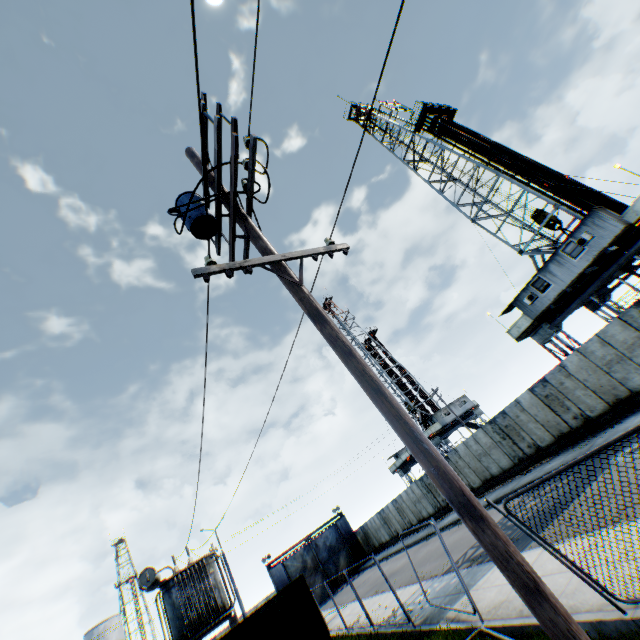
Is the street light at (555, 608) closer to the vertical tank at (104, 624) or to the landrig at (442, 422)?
the landrig at (442, 422)

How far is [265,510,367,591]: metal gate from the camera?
36.7m

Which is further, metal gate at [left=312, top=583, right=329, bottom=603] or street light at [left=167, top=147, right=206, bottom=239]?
metal gate at [left=312, top=583, right=329, bottom=603]

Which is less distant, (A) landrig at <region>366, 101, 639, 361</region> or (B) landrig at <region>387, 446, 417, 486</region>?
(A) landrig at <region>366, 101, 639, 361</region>

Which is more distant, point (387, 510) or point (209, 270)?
point (387, 510)

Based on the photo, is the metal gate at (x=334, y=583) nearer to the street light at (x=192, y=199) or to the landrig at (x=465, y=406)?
the landrig at (x=465, y=406)

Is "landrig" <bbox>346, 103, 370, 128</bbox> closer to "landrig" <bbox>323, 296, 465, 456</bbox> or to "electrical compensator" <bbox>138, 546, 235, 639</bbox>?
"landrig" <bbox>323, 296, 465, 456</bbox>

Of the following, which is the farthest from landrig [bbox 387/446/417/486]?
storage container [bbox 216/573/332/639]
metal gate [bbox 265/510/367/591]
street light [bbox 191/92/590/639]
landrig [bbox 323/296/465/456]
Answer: street light [bbox 191/92/590/639]
